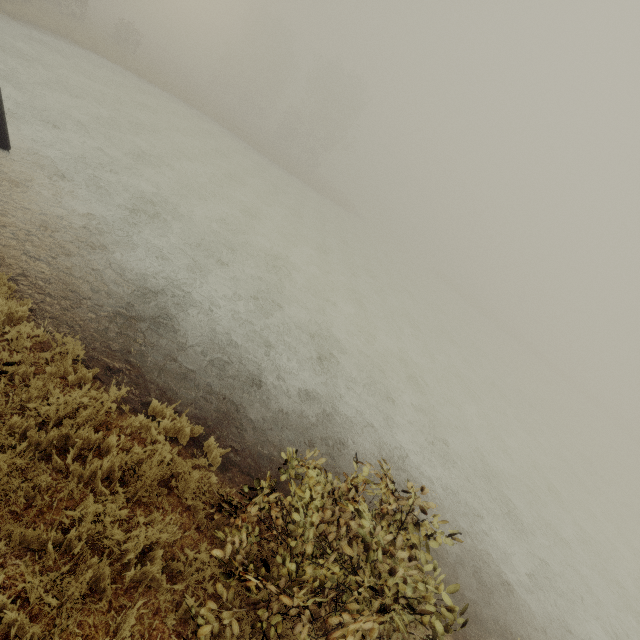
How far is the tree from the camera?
44.2m

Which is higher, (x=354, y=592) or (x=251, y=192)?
(x=354, y=592)

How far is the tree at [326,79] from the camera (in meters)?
44.22
